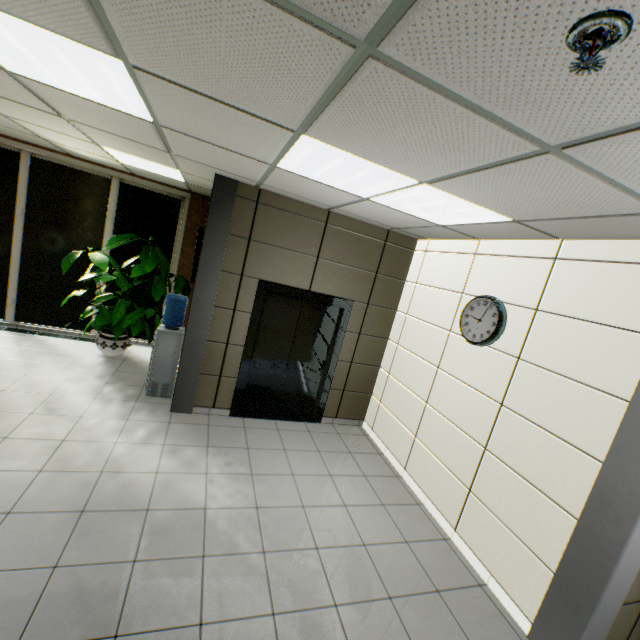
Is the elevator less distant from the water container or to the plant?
the water container

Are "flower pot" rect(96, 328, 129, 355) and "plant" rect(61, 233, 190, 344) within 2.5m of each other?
yes

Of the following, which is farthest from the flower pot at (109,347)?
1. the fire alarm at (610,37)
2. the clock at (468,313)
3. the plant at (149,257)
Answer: the fire alarm at (610,37)

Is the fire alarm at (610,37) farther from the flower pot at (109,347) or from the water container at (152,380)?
the flower pot at (109,347)

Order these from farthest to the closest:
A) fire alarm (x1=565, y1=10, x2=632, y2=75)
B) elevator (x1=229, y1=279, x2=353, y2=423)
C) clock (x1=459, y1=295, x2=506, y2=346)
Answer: elevator (x1=229, y1=279, x2=353, y2=423) → clock (x1=459, y1=295, x2=506, y2=346) → fire alarm (x1=565, y1=10, x2=632, y2=75)

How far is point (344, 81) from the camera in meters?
1.4 m

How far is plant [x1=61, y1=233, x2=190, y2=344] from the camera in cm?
520

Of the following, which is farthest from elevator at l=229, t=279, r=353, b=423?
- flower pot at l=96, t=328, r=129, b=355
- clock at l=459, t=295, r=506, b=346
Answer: flower pot at l=96, t=328, r=129, b=355
